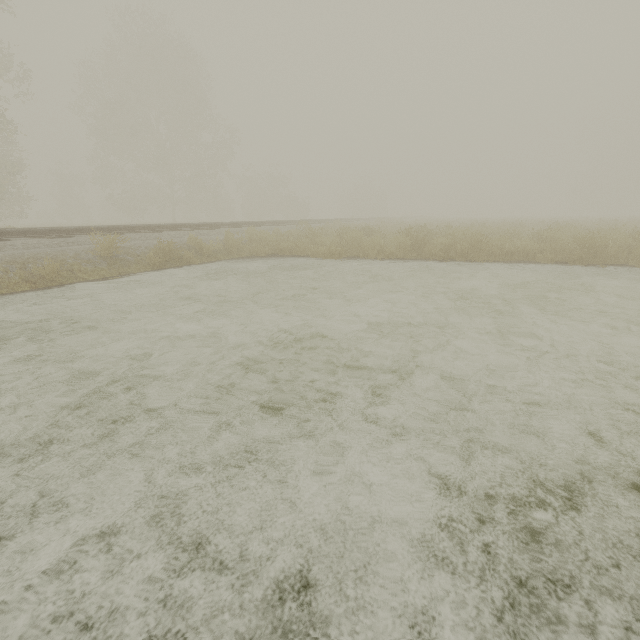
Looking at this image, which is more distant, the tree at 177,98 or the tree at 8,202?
the tree at 177,98

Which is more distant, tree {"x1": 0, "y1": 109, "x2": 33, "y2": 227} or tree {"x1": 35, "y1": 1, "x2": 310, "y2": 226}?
tree {"x1": 35, "y1": 1, "x2": 310, "y2": 226}

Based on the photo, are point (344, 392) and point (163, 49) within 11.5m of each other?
no
